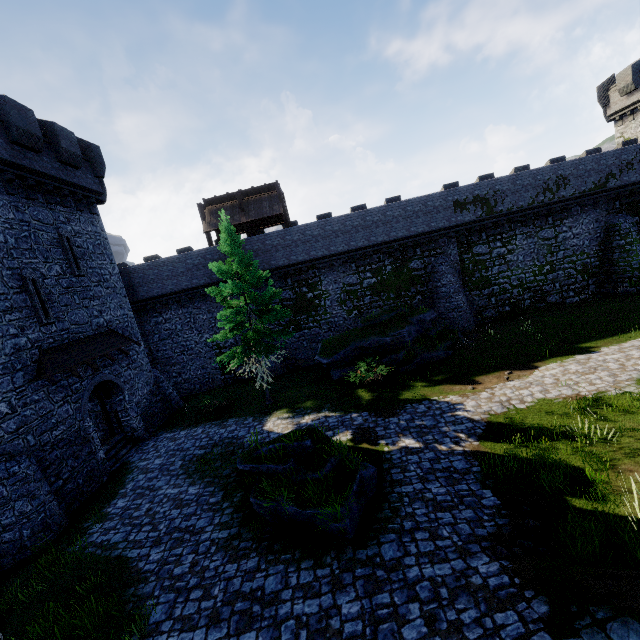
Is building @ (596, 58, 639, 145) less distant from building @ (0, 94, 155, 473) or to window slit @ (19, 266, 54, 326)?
building @ (0, 94, 155, 473)

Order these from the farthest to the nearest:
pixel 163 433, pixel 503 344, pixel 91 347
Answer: pixel 503 344 → pixel 163 433 → pixel 91 347

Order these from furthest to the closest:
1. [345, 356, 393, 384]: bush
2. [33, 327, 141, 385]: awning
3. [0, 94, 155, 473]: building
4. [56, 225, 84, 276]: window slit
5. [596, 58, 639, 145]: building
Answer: [596, 58, 639, 145]: building
[345, 356, 393, 384]: bush
[56, 225, 84, 276]: window slit
[33, 327, 141, 385]: awning
[0, 94, 155, 473]: building

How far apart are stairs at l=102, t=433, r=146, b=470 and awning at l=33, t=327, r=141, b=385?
4.4m

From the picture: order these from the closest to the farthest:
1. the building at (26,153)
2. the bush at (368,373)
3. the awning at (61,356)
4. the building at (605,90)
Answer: the building at (26,153) → the awning at (61,356) → the bush at (368,373) → the building at (605,90)

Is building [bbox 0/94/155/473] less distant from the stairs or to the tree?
the stairs

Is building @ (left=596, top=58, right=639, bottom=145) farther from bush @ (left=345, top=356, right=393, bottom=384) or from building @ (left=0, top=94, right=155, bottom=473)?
building @ (left=0, top=94, right=155, bottom=473)

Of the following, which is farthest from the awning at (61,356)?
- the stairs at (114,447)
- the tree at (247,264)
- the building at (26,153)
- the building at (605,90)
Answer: the building at (605,90)
